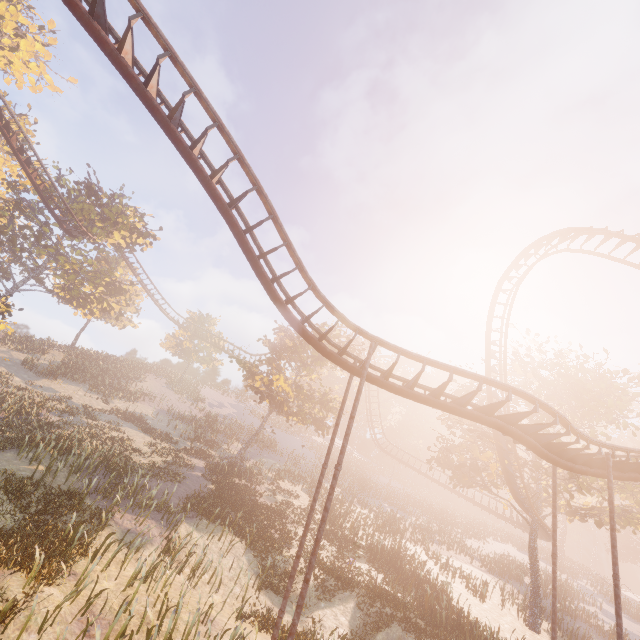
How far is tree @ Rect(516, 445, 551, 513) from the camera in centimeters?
2105cm

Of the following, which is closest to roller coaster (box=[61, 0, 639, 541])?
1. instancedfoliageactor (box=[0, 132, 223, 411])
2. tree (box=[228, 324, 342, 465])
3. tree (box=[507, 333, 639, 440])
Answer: tree (box=[507, 333, 639, 440])

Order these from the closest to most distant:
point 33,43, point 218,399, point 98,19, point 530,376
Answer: point 98,19 < point 530,376 < point 33,43 < point 218,399

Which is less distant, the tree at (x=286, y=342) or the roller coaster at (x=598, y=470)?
the roller coaster at (x=598, y=470)

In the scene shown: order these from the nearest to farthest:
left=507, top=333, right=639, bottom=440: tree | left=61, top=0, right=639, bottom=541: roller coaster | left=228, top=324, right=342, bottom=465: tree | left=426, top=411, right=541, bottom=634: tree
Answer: left=61, top=0, right=639, bottom=541: roller coaster
left=426, top=411, right=541, bottom=634: tree
left=507, top=333, right=639, bottom=440: tree
left=228, top=324, right=342, bottom=465: tree

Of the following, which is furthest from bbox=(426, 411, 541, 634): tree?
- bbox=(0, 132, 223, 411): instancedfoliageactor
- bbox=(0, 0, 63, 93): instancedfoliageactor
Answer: bbox=(0, 0, 63, 93): instancedfoliageactor

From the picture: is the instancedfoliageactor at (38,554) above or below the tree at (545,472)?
below

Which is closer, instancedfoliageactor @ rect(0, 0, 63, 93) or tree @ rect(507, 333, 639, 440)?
tree @ rect(507, 333, 639, 440)
